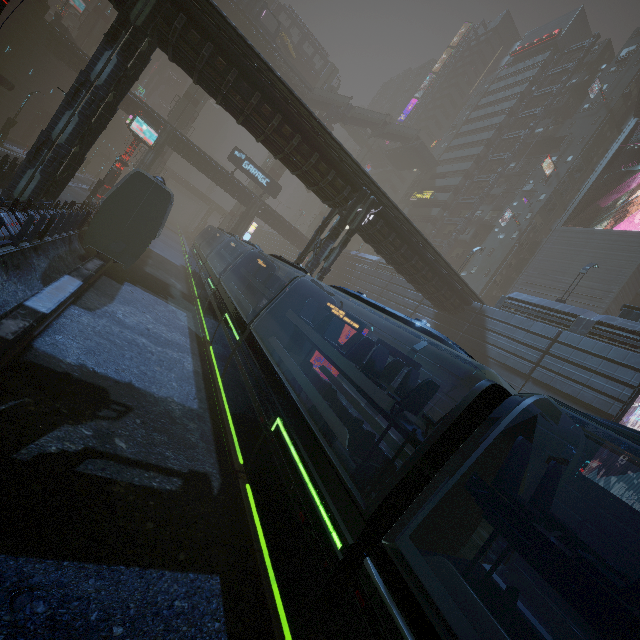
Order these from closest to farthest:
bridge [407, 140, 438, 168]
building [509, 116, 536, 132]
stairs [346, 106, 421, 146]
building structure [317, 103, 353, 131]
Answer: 1. building structure [317, 103, 353, 131]
2. building [509, 116, 536, 132]
3. stairs [346, 106, 421, 146]
4. bridge [407, 140, 438, 168]

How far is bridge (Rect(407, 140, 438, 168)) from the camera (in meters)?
57.50

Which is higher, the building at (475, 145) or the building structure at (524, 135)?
the building structure at (524, 135)

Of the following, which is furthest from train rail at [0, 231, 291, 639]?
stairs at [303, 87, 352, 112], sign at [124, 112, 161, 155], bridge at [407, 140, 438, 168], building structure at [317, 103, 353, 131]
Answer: bridge at [407, 140, 438, 168]

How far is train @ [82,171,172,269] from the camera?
16.38m

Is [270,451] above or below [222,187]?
below

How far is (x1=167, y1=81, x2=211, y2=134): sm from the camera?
46.9 meters

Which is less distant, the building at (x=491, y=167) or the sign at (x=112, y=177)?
the sign at (x=112, y=177)
